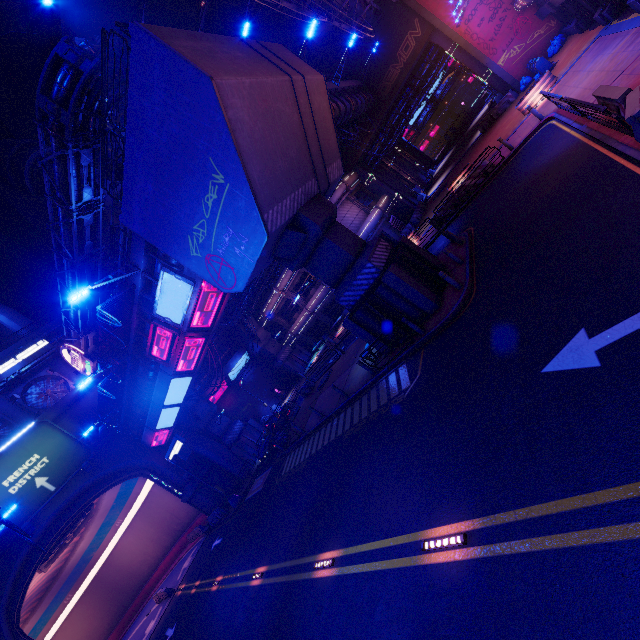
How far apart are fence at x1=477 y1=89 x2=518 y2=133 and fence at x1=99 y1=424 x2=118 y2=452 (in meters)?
43.70

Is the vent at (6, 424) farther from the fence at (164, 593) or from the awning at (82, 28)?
the awning at (82, 28)

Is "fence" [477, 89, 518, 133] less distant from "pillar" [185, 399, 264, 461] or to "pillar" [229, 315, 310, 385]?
"pillar" [229, 315, 310, 385]

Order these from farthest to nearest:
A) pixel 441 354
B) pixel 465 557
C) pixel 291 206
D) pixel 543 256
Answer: pixel 291 206 → pixel 441 354 → pixel 543 256 → pixel 465 557

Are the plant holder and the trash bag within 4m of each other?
no

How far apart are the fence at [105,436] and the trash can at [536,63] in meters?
42.8 m

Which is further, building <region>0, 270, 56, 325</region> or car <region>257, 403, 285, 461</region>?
building <region>0, 270, 56, 325</region>

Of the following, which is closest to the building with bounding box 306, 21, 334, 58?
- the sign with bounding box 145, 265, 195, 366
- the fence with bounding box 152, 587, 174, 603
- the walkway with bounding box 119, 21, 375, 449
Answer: the walkway with bounding box 119, 21, 375, 449
